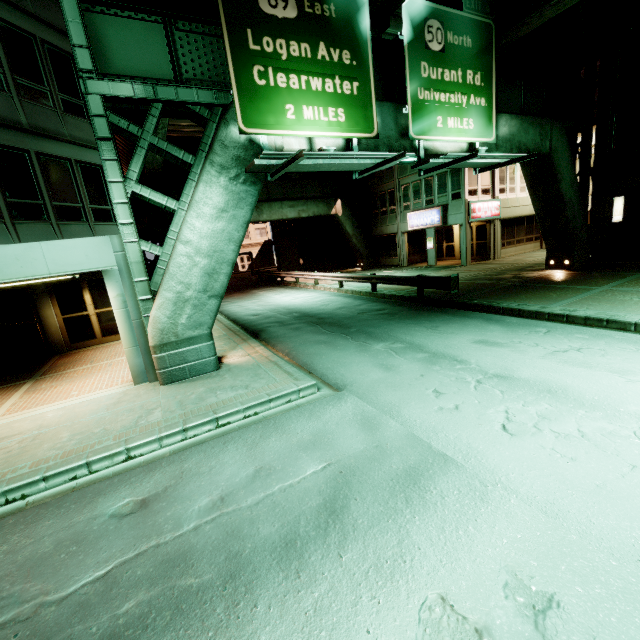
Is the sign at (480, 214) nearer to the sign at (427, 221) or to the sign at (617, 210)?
the sign at (427, 221)

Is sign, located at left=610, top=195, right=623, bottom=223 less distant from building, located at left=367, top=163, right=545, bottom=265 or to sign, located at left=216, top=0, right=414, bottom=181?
building, located at left=367, top=163, right=545, bottom=265

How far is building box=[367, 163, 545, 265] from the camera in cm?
2348

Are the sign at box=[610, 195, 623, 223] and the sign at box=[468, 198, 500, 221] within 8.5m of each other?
yes

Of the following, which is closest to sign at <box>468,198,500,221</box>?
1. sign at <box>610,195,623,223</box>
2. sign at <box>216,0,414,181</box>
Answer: sign at <box>610,195,623,223</box>

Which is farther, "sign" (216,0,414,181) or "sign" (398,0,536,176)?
"sign" (398,0,536,176)

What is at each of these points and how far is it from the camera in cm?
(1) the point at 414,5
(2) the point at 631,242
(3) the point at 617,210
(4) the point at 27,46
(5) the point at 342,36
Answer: (1) sign, 930
(2) building, 1777
(3) sign, 1727
(4) building, 1030
(5) sign, 843

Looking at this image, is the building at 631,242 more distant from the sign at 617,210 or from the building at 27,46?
the building at 27,46
